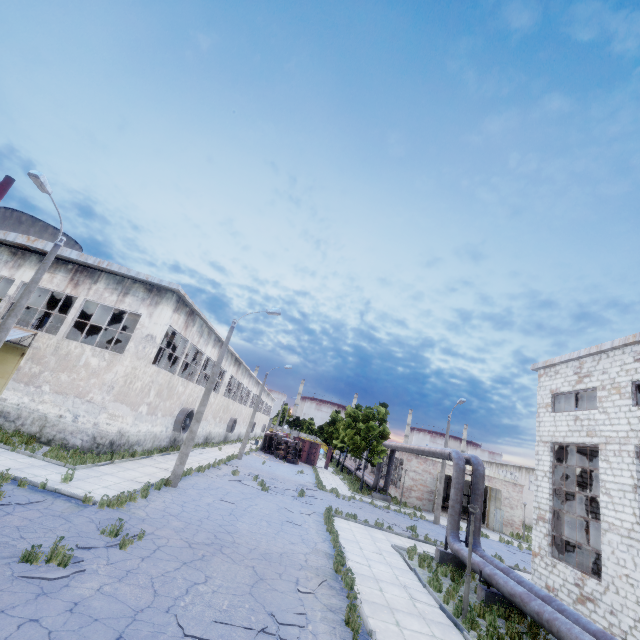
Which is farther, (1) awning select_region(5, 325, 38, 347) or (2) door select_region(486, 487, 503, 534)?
(2) door select_region(486, 487, 503, 534)

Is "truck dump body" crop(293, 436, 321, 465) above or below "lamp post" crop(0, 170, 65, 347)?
below

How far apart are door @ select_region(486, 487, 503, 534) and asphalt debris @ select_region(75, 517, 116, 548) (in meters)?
32.96

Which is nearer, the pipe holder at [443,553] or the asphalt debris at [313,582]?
the asphalt debris at [313,582]

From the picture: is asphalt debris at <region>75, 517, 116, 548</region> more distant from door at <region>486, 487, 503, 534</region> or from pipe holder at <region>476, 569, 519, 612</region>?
door at <region>486, 487, 503, 534</region>

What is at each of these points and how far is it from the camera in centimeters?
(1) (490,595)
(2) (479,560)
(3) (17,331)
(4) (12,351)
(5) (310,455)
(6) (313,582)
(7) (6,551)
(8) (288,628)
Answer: (1) pipe holder, 1179cm
(2) pipe, 1280cm
(3) awning, 1791cm
(4) door, 1808cm
(5) truck dump body, 4634cm
(6) asphalt debris, 966cm
(7) asphalt debris, 698cm
(8) asphalt debris, 711cm

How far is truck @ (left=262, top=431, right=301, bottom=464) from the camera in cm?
4101

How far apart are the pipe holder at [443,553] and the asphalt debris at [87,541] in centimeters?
1356cm
